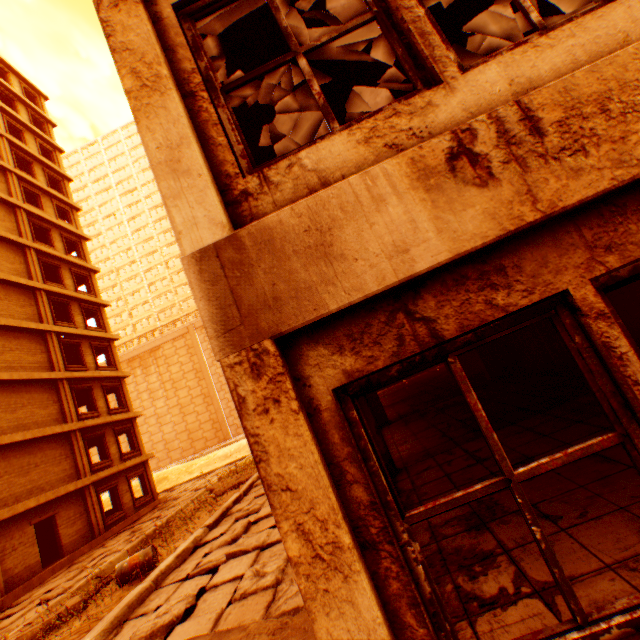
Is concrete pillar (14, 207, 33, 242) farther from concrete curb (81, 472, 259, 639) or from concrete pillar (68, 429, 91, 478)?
concrete curb (81, 472, 259, 639)

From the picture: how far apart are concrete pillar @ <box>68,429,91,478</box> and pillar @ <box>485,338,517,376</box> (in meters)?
21.19

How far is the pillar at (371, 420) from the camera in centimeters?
614cm

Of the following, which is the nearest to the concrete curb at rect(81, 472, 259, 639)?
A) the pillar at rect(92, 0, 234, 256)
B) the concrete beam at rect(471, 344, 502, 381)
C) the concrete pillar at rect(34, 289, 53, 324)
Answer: the pillar at rect(92, 0, 234, 256)

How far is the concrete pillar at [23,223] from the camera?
20.67m

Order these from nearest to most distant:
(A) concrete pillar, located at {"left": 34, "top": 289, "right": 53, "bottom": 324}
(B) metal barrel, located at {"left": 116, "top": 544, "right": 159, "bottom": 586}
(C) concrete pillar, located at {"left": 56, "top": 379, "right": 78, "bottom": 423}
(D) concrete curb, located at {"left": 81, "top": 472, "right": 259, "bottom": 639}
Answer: (D) concrete curb, located at {"left": 81, "top": 472, "right": 259, "bottom": 639} → (B) metal barrel, located at {"left": 116, "top": 544, "right": 159, "bottom": 586} → (C) concrete pillar, located at {"left": 56, "top": 379, "right": 78, "bottom": 423} → (A) concrete pillar, located at {"left": 34, "top": 289, "right": 53, "bottom": 324}

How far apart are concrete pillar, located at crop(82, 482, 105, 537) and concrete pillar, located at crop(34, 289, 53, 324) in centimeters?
970cm

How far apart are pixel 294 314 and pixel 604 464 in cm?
422
